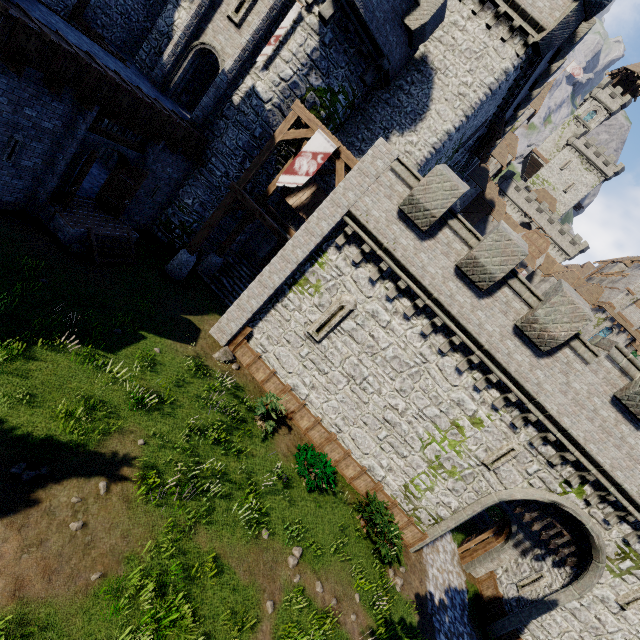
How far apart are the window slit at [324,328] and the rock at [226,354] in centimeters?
339cm

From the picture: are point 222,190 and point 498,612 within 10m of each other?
no

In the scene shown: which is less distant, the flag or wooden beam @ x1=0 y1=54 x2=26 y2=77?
wooden beam @ x1=0 y1=54 x2=26 y2=77

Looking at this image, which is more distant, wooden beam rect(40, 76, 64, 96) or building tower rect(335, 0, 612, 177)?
building tower rect(335, 0, 612, 177)

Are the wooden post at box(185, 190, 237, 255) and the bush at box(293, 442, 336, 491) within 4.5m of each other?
no

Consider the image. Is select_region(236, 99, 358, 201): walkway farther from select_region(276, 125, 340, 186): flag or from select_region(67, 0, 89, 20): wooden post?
select_region(67, 0, 89, 20): wooden post

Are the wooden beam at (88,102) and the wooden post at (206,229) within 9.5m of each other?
yes

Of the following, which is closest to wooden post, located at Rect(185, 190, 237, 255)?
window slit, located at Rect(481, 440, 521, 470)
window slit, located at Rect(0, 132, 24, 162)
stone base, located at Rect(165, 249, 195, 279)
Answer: stone base, located at Rect(165, 249, 195, 279)
